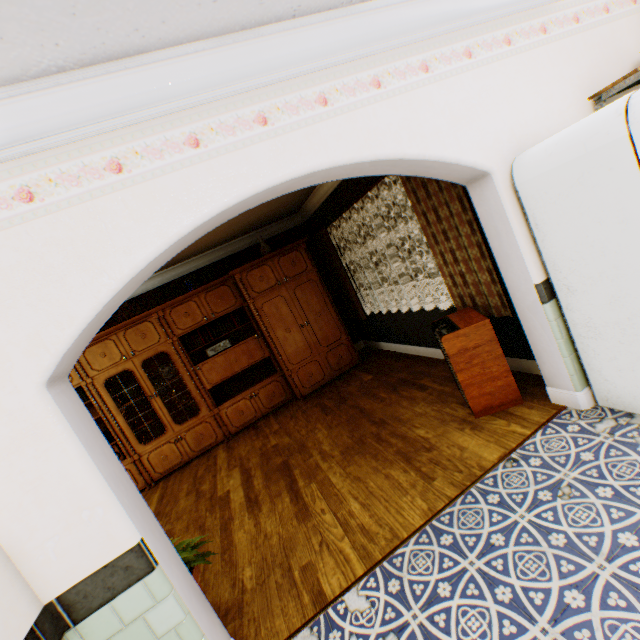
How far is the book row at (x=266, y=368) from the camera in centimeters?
574cm

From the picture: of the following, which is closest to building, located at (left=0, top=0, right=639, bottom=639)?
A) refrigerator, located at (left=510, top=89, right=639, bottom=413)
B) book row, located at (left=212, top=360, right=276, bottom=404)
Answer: refrigerator, located at (left=510, top=89, right=639, bottom=413)

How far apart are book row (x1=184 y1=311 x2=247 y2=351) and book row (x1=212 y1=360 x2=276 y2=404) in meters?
0.8 m

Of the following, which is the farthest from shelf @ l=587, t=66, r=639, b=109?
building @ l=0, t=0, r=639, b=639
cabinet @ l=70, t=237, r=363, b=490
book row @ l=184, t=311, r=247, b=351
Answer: book row @ l=184, t=311, r=247, b=351

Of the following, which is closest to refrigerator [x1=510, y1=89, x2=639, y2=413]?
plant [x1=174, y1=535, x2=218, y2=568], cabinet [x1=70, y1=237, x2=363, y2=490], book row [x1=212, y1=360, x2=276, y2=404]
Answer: plant [x1=174, y1=535, x2=218, y2=568]

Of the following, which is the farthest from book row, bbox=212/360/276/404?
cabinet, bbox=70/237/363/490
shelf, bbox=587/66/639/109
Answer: shelf, bbox=587/66/639/109

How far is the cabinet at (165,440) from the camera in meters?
5.1 m

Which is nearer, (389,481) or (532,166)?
(532,166)
